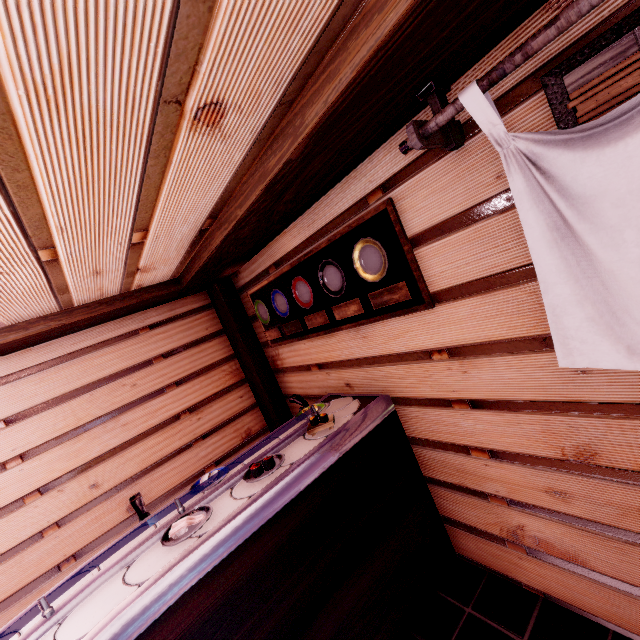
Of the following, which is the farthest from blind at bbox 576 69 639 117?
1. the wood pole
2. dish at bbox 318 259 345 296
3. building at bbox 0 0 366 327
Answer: the wood pole

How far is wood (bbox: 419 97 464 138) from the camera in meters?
2.0

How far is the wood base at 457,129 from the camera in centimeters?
213cm

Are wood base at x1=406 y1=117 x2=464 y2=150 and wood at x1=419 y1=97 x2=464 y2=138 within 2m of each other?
yes

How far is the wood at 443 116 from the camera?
2.0 meters

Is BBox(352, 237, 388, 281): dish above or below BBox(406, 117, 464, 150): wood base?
below

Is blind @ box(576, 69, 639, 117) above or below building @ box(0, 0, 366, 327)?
below

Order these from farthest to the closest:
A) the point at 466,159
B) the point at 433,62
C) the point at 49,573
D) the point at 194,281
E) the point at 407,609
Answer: the point at 194,281 < the point at 49,573 < the point at 407,609 < the point at 466,159 < the point at 433,62
